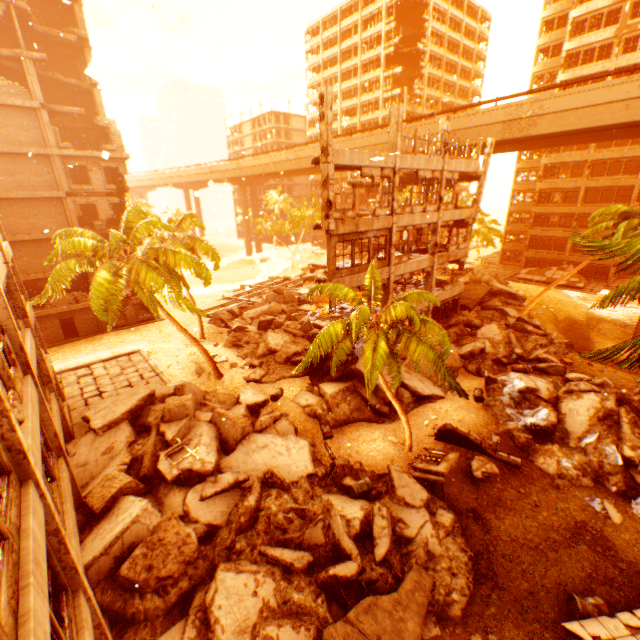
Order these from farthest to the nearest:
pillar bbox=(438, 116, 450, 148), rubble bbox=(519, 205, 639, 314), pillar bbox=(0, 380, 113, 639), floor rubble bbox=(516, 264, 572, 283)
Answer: floor rubble bbox=(516, 264, 572, 283), pillar bbox=(438, 116, 450, 148), rubble bbox=(519, 205, 639, 314), pillar bbox=(0, 380, 113, 639)

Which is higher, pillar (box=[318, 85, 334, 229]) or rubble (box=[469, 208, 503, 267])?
pillar (box=[318, 85, 334, 229])

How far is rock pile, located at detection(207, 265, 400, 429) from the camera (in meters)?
17.50

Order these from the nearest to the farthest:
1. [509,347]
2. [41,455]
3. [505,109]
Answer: [41,455], [509,347], [505,109]

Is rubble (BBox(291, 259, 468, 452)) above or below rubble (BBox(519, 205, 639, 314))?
below

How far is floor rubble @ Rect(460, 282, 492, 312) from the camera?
28.8 meters

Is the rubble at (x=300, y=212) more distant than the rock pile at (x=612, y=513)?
Yes

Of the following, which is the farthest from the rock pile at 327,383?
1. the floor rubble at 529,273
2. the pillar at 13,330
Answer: the floor rubble at 529,273
